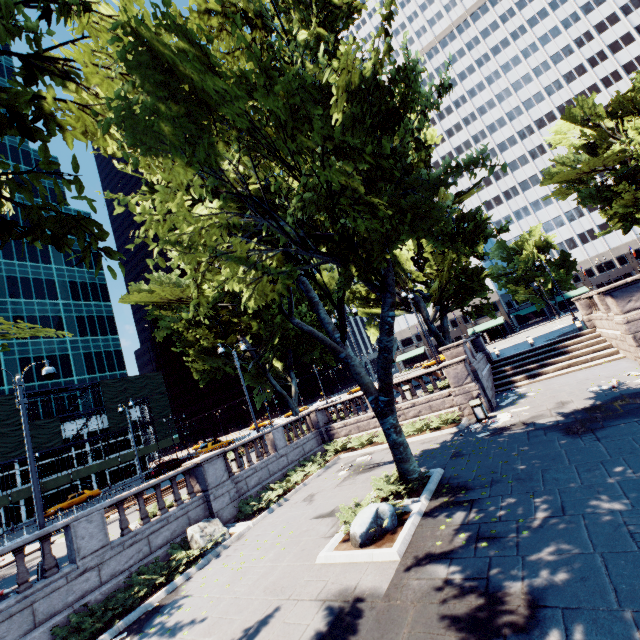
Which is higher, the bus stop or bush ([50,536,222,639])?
the bus stop

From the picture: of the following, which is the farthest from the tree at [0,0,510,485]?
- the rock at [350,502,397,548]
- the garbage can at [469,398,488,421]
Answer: the garbage can at [469,398,488,421]

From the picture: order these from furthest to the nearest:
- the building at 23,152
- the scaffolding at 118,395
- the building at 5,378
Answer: the building at 23,152
the building at 5,378
the scaffolding at 118,395

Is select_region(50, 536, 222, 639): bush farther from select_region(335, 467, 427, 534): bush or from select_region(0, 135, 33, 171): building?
select_region(0, 135, 33, 171): building

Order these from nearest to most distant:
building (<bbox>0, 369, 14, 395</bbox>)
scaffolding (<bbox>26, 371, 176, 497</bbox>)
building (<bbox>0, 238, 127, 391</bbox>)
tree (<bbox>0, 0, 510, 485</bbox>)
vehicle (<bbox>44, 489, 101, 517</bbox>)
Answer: tree (<bbox>0, 0, 510, 485</bbox>) < vehicle (<bbox>44, 489, 101, 517</bbox>) < scaffolding (<bbox>26, 371, 176, 497</bbox>) < building (<bbox>0, 369, 14, 395</bbox>) < building (<bbox>0, 238, 127, 391</bbox>)

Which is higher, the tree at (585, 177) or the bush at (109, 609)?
the tree at (585, 177)

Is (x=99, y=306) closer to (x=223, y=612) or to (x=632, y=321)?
(x=223, y=612)

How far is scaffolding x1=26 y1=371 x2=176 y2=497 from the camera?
41.75m
